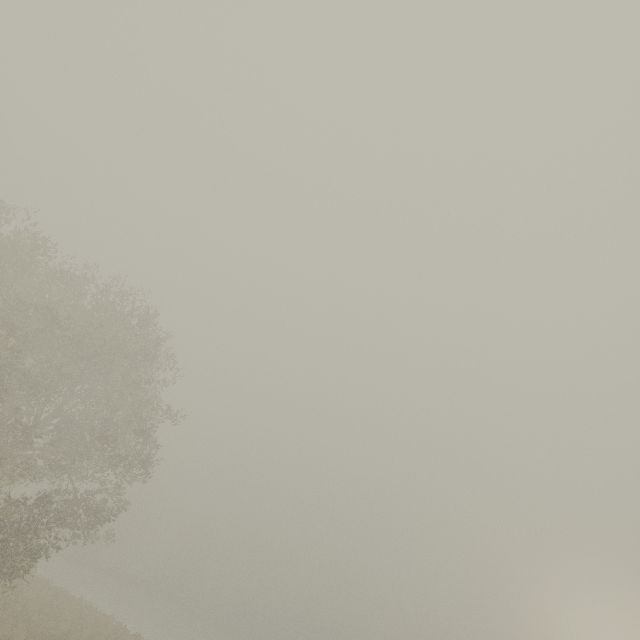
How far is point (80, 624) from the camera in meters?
19.2 m
